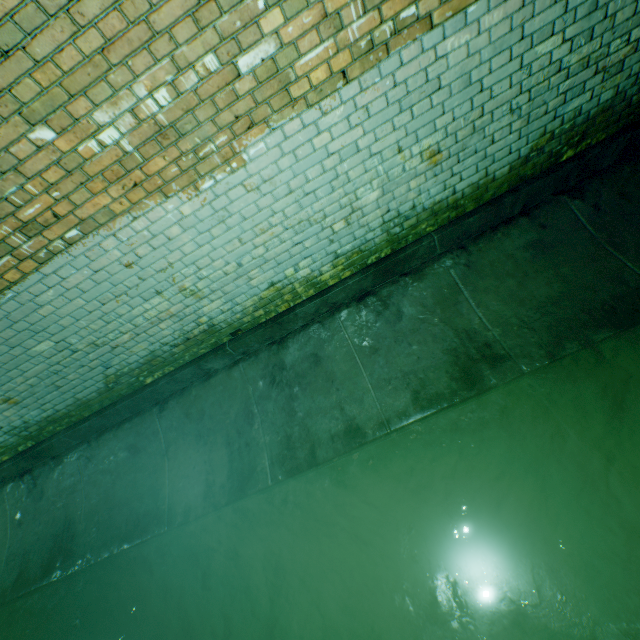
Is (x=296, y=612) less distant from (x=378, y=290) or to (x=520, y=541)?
(x=520, y=541)
